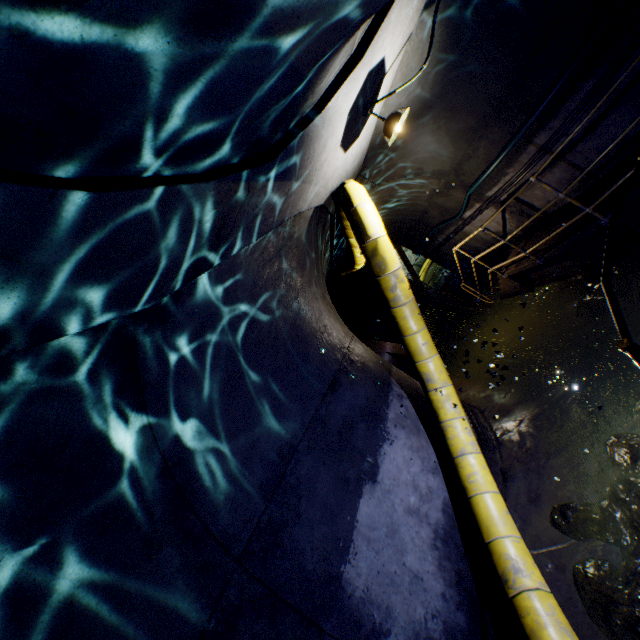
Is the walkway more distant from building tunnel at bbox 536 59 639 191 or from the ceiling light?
the ceiling light

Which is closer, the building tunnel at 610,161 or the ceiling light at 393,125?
the ceiling light at 393,125

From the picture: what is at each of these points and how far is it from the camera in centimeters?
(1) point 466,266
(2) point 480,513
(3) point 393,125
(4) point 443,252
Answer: (1) building tunnel, 602cm
(2) large conduit, 364cm
(3) ceiling light, 390cm
(4) building tunnel, 1129cm

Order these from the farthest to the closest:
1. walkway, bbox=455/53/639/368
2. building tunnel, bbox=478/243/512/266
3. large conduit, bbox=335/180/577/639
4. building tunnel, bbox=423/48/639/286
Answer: building tunnel, bbox=478/243/512/266, building tunnel, bbox=423/48/639/286, large conduit, bbox=335/180/577/639, walkway, bbox=455/53/639/368

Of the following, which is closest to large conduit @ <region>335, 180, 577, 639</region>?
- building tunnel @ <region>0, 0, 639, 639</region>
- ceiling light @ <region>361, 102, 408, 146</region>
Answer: building tunnel @ <region>0, 0, 639, 639</region>

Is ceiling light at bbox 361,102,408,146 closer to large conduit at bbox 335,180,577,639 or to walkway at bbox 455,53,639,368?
large conduit at bbox 335,180,577,639

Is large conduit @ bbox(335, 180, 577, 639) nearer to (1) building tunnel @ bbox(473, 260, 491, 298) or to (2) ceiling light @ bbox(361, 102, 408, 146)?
(1) building tunnel @ bbox(473, 260, 491, 298)

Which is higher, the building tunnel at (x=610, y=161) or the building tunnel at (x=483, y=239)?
the building tunnel at (x=483, y=239)
